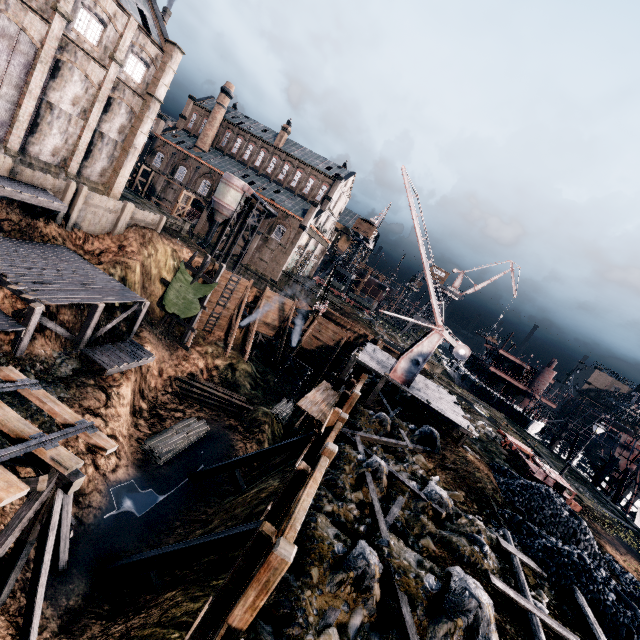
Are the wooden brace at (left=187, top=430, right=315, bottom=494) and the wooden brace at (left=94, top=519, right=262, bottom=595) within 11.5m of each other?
yes

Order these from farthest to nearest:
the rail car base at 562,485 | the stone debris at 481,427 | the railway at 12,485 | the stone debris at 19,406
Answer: the stone debris at 481,427
the rail car base at 562,485
the stone debris at 19,406
the railway at 12,485

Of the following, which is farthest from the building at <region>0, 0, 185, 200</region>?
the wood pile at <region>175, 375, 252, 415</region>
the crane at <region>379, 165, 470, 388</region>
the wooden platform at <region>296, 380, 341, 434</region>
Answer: the wooden platform at <region>296, 380, 341, 434</region>

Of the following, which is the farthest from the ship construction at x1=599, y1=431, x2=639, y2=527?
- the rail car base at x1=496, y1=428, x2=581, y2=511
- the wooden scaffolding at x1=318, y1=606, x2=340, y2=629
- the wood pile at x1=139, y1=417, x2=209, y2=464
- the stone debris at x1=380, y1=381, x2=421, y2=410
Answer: the wood pile at x1=139, y1=417, x2=209, y2=464

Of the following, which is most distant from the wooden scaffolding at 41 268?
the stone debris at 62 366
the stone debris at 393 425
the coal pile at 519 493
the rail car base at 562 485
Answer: the rail car base at 562 485

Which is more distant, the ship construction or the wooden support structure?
the ship construction

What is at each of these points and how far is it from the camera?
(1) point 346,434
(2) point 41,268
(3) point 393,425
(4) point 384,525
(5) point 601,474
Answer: (1) wooden scaffolding, 15.8m
(2) wooden scaffolding, 21.4m
(3) stone debris, 19.4m
(4) wooden scaffolding, 10.4m
(5) wooden scaffolding, 32.8m

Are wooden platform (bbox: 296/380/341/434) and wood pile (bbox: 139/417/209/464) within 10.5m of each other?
no
